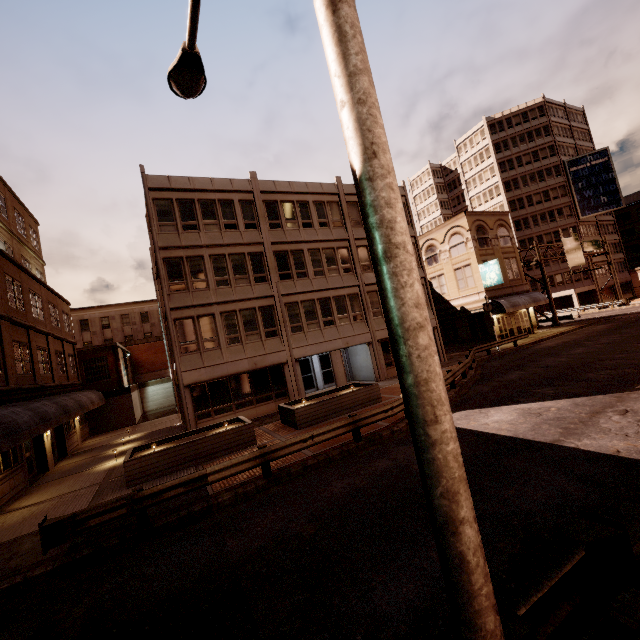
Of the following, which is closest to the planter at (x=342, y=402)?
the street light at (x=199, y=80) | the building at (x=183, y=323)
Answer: the building at (x=183, y=323)

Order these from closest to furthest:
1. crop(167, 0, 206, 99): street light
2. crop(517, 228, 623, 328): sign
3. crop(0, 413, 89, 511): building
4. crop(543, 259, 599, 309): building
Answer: crop(167, 0, 206, 99): street light, crop(0, 413, 89, 511): building, crop(517, 228, 623, 328): sign, crop(543, 259, 599, 309): building

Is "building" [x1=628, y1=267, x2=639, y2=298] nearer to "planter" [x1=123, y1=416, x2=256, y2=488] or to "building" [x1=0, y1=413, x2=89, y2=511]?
"planter" [x1=123, y1=416, x2=256, y2=488]

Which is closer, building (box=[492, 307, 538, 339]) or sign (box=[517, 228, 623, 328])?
building (box=[492, 307, 538, 339])

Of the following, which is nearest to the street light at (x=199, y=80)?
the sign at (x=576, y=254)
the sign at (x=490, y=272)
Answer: the sign at (x=490, y=272)

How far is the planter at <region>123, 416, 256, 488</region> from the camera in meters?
12.1 m

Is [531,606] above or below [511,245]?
below

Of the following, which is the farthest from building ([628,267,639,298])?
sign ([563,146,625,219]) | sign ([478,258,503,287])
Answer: sign ([478,258,503,287])
